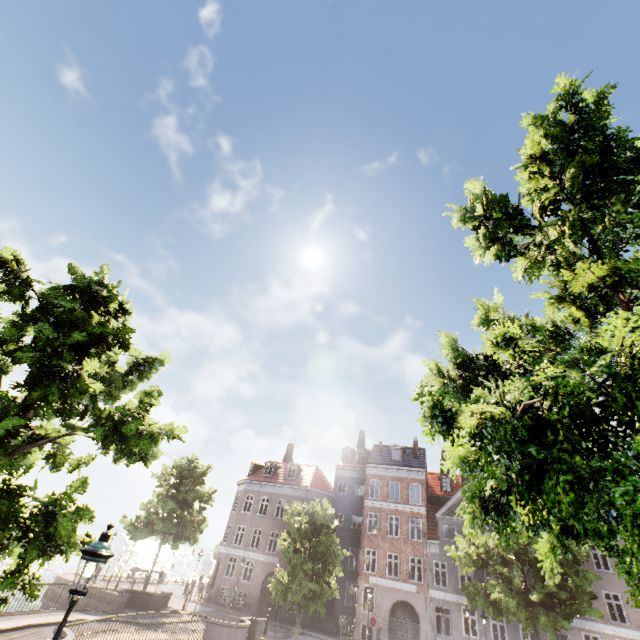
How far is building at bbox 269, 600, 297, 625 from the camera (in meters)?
28.41

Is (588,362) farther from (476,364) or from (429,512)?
(429,512)

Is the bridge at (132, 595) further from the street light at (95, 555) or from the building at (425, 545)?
the building at (425, 545)

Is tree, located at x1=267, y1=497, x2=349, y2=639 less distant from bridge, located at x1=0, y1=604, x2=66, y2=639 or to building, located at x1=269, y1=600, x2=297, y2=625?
bridge, located at x1=0, y1=604, x2=66, y2=639

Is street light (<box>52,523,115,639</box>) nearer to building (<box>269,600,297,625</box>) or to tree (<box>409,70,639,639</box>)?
tree (<box>409,70,639,639</box>)

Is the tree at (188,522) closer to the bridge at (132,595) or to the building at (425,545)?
the bridge at (132,595)

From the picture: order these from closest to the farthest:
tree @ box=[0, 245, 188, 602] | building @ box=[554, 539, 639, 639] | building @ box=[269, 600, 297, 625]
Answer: tree @ box=[0, 245, 188, 602]
building @ box=[554, 539, 639, 639]
building @ box=[269, 600, 297, 625]
